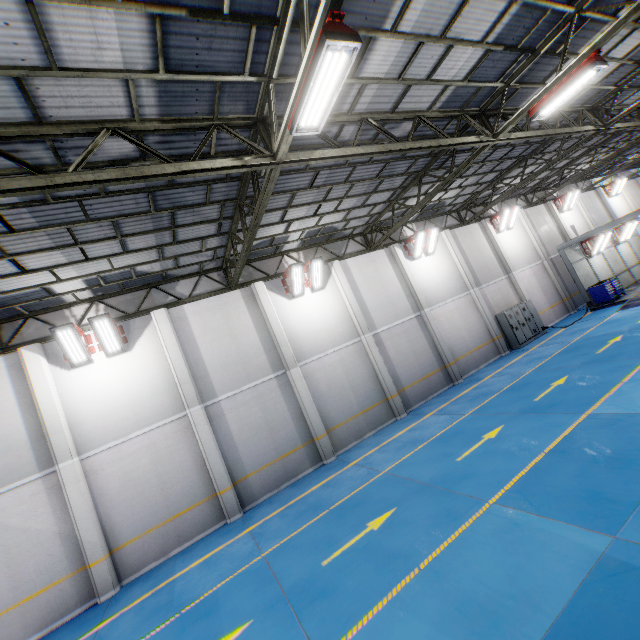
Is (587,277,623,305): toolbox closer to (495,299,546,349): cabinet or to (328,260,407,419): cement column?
(495,299,546,349): cabinet

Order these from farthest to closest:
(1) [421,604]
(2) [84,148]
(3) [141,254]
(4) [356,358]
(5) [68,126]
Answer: (4) [356,358] < (3) [141,254] < (2) [84,148] < (5) [68,126] < (1) [421,604]

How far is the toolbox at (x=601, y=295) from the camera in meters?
19.0 m

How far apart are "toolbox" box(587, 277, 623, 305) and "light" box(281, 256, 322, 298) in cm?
1777

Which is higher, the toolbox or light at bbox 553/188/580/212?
light at bbox 553/188/580/212

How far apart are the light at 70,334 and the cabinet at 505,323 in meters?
19.7

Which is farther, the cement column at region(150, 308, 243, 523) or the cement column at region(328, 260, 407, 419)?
the cement column at region(328, 260, 407, 419)

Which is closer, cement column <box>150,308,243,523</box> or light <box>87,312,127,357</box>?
light <box>87,312,127,357</box>
